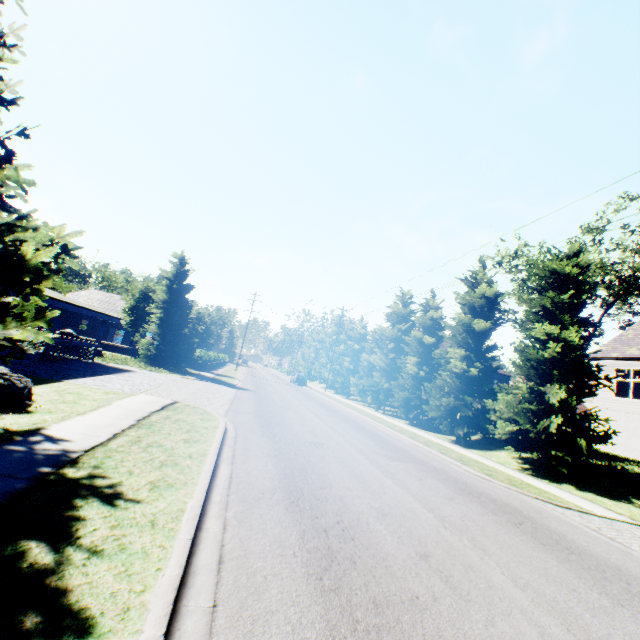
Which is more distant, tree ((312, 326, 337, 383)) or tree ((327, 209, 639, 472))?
tree ((312, 326, 337, 383))

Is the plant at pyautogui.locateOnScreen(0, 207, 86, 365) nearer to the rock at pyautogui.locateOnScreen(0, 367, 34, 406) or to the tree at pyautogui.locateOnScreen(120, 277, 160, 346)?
the rock at pyautogui.locateOnScreen(0, 367, 34, 406)

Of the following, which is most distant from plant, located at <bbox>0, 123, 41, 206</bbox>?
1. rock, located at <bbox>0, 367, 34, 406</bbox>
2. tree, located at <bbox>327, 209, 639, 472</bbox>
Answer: tree, located at <bbox>327, 209, 639, 472</bbox>

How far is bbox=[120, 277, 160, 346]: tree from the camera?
31.64m

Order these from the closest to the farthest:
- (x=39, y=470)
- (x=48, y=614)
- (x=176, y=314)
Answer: (x=48, y=614) < (x=39, y=470) < (x=176, y=314)

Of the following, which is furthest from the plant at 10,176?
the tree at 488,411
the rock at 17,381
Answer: the tree at 488,411
